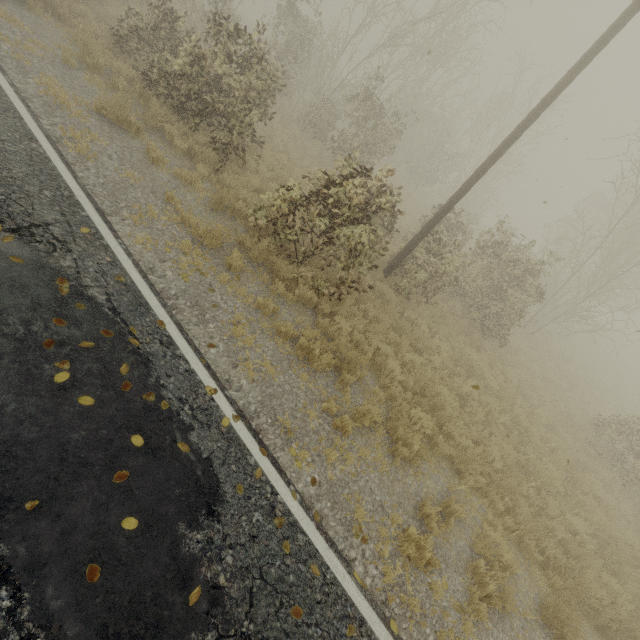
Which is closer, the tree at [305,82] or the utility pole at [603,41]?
the utility pole at [603,41]

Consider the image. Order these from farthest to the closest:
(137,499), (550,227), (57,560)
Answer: (550,227) < (137,499) < (57,560)

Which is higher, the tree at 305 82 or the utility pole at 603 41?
the utility pole at 603 41

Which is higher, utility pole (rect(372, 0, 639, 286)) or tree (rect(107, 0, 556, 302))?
utility pole (rect(372, 0, 639, 286))

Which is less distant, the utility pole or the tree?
the utility pole
